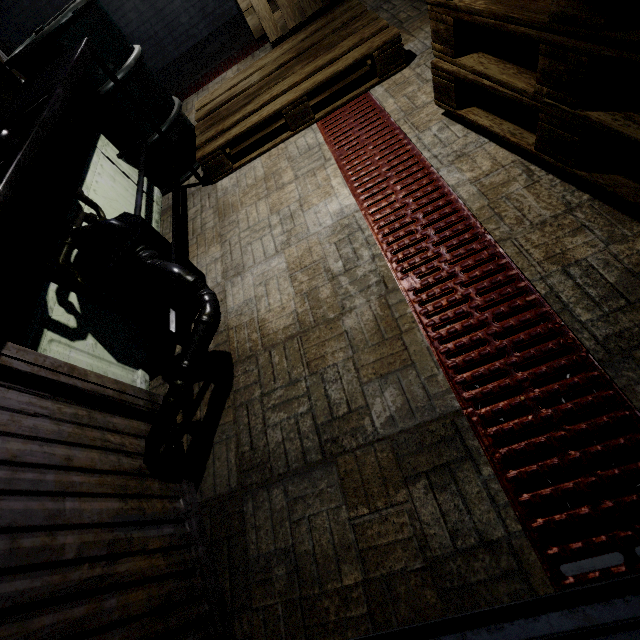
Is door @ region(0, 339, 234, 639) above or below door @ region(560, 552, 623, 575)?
above

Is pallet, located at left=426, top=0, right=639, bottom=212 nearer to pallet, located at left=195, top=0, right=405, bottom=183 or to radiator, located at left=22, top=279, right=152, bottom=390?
pallet, located at left=195, top=0, right=405, bottom=183

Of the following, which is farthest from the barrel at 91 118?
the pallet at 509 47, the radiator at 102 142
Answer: the pallet at 509 47

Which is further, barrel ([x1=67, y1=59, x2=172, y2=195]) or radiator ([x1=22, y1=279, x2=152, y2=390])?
barrel ([x1=67, y1=59, x2=172, y2=195])

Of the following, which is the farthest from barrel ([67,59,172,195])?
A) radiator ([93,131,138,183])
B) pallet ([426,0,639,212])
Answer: pallet ([426,0,639,212])

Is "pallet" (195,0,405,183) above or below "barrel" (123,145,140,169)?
below

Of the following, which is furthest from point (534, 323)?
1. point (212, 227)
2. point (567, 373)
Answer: point (212, 227)

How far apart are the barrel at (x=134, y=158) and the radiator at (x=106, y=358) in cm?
113
